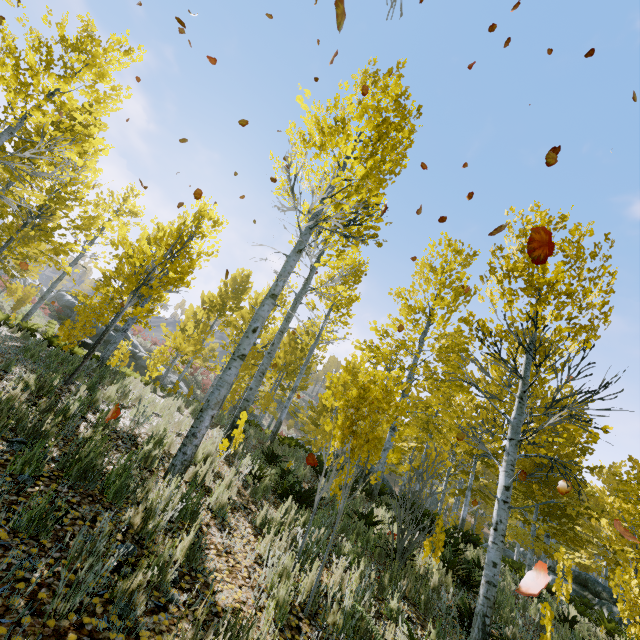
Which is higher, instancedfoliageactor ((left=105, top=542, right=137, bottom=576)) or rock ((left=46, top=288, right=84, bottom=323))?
rock ((left=46, top=288, right=84, bottom=323))

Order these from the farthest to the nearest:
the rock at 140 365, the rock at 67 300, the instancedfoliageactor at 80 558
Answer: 1. the rock at 67 300
2. the rock at 140 365
3. the instancedfoliageactor at 80 558

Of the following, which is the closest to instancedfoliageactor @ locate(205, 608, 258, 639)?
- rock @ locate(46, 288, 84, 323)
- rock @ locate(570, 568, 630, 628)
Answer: rock @ locate(570, 568, 630, 628)

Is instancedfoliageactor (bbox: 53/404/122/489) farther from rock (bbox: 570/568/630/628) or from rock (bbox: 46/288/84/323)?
rock (bbox: 46/288/84/323)

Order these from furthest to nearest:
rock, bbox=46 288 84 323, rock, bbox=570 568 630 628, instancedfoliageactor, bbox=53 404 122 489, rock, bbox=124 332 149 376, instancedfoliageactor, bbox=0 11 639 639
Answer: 1. rock, bbox=46 288 84 323
2. rock, bbox=124 332 149 376
3. rock, bbox=570 568 630 628
4. instancedfoliageactor, bbox=0 11 639 639
5. instancedfoliageactor, bbox=53 404 122 489

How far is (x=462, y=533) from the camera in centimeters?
1056cm

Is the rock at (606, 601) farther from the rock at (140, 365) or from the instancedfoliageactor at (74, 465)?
the rock at (140, 365)
